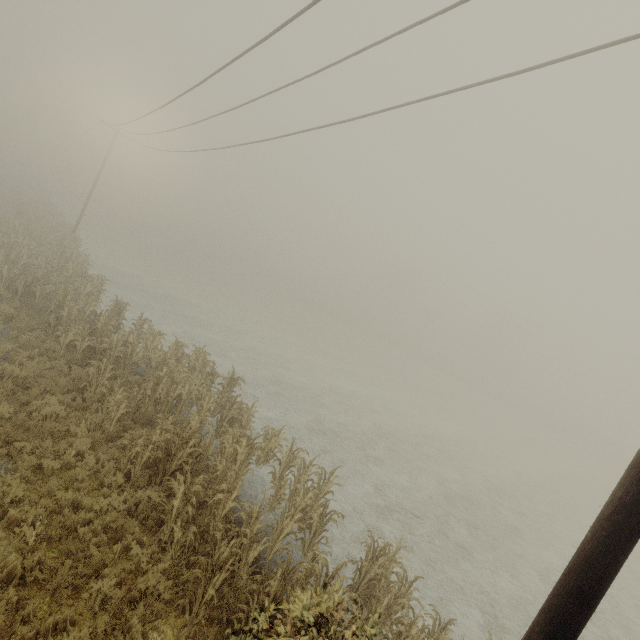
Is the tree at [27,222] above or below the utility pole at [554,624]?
below

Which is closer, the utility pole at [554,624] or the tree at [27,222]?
the utility pole at [554,624]

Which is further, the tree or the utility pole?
the tree

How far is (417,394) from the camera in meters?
35.9 m

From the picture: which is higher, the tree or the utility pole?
the utility pole
